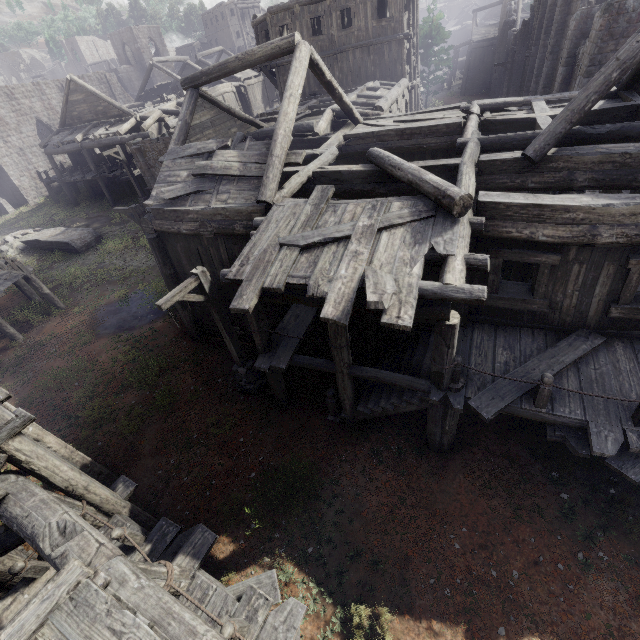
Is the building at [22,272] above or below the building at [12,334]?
above

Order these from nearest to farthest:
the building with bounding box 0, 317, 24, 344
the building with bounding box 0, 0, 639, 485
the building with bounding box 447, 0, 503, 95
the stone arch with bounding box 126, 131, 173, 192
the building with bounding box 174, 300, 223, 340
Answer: the building with bounding box 0, 0, 639, 485 → the building with bounding box 174, 300, 223, 340 → the building with bounding box 0, 317, 24, 344 → the stone arch with bounding box 126, 131, 173, 192 → the building with bounding box 447, 0, 503, 95

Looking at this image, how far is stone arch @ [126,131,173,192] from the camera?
21.1m

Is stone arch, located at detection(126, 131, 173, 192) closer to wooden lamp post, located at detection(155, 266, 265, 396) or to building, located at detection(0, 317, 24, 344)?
building, located at detection(0, 317, 24, 344)

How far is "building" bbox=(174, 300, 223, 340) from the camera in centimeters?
1237cm

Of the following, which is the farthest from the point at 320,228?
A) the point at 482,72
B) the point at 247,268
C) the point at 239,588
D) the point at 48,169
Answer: the point at 482,72

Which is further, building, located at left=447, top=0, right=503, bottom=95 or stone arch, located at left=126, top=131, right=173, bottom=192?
building, located at left=447, top=0, right=503, bottom=95
